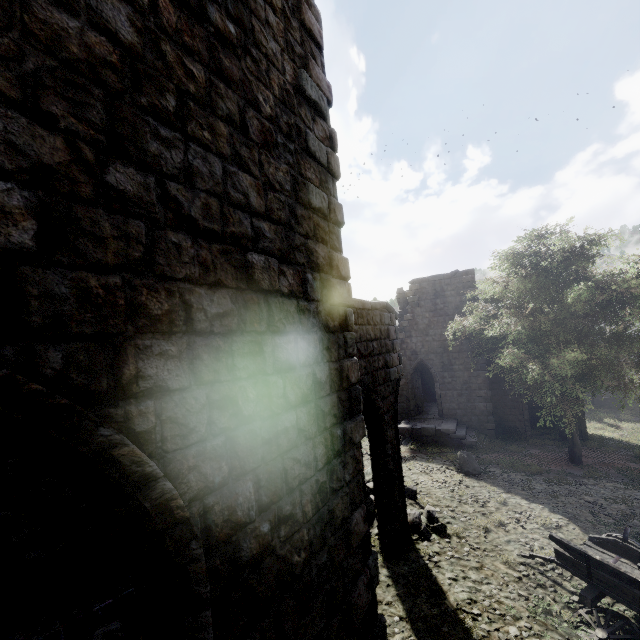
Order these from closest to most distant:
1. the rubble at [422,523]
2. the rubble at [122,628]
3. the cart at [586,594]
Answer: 1. the rubble at [122,628]
2. the cart at [586,594]
3. the rubble at [422,523]

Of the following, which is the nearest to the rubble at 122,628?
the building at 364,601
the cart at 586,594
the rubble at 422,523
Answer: the building at 364,601

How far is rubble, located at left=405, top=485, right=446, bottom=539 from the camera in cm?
936

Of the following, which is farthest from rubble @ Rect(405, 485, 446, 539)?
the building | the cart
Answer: the cart

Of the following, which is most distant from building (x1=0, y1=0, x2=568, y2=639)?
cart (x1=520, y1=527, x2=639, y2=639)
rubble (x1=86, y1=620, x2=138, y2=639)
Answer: cart (x1=520, y1=527, x2=639, y2=639)

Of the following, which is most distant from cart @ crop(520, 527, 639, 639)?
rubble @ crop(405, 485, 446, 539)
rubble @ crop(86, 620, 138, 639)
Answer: rubble @ crop(86, 620, 138, 639)

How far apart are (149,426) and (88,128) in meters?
2.0

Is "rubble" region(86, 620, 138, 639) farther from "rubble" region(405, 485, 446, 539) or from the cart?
the cart
